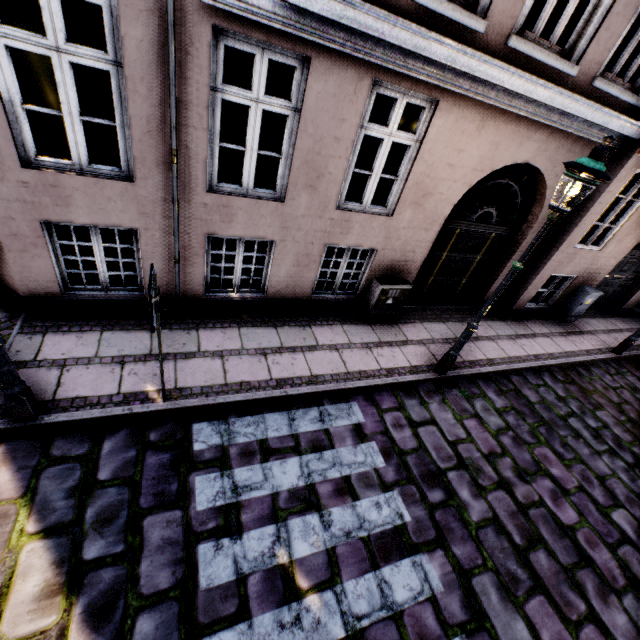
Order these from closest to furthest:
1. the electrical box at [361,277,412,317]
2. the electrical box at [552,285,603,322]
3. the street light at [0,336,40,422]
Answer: the street light at [0,336,40,422] < the electrical box at [361,277,412,317] < the electrical box at [552,285,603,322]

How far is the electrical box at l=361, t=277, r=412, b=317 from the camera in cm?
640

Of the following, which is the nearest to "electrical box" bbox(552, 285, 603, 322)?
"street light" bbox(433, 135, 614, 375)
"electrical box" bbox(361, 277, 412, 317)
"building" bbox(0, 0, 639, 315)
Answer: "building" bbox(0, 0, 639, 315)

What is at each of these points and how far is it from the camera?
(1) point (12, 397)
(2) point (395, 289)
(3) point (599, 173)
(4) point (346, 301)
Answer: (1) street light, 3.3m
(2) electrical box, 6.5m
(3) street light, 3.6m
(4) building, 6.7m

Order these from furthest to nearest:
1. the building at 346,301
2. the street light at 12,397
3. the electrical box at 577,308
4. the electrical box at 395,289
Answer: the electrical box at 577,308
the electrical box at 395,289
the building at 346,301
the street light at 12,397

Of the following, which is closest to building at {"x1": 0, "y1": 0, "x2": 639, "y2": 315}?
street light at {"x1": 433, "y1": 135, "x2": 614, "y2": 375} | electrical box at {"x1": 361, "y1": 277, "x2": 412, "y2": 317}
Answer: electrical box at {"x1": 361, "y1": 277, "x2": 412, "y2": 317}

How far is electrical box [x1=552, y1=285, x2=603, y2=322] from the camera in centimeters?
845cm

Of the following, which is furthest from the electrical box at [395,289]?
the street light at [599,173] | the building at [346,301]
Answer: the street light at [599,173]
